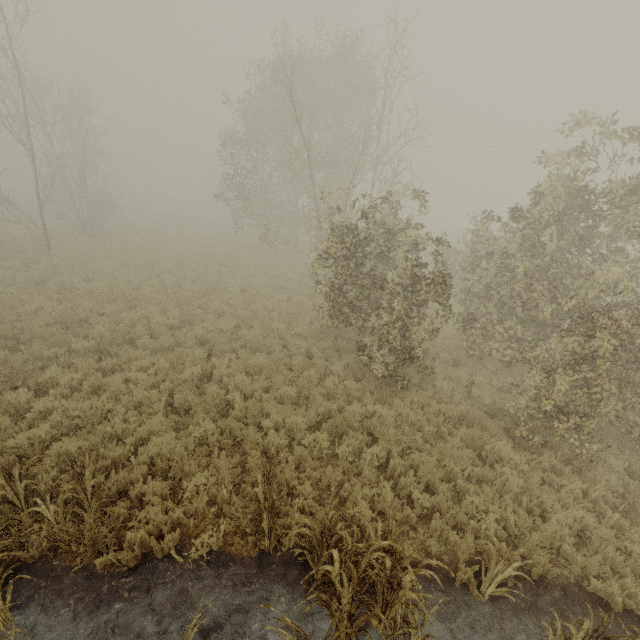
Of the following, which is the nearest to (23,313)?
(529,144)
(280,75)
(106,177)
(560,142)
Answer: (106,177)

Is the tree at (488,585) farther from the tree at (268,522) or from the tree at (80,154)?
the tree at (80,154)

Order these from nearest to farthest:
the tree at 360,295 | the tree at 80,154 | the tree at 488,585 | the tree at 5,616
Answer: the tree at 5,616, the tree at 488,585, the tree at 360,295, the tree at 80,154

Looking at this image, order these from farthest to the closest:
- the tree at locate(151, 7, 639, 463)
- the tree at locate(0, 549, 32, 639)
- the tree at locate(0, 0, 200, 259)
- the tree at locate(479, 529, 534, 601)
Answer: the tree at locate(0, 0, 200, 259), the tree at locate(151, 7, 639, 463), the tree at locate(479, 529, 534, 601), the tree at locate(0, 549, 32, 639)

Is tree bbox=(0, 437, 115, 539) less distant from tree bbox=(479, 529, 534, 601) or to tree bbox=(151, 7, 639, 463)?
tree bbox=(479, 529, 534, 601)

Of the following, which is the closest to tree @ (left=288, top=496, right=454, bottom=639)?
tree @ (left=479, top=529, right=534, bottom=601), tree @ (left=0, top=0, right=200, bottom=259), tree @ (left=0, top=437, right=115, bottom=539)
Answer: tree @ (left=0, top=437, right=115, bottom=539)

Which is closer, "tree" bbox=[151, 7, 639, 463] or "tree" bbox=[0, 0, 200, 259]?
"tree" bbox=[151, 7, 639, 463]

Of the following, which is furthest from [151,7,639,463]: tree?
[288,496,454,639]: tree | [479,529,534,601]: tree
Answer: [288,496,454,639]: tree
